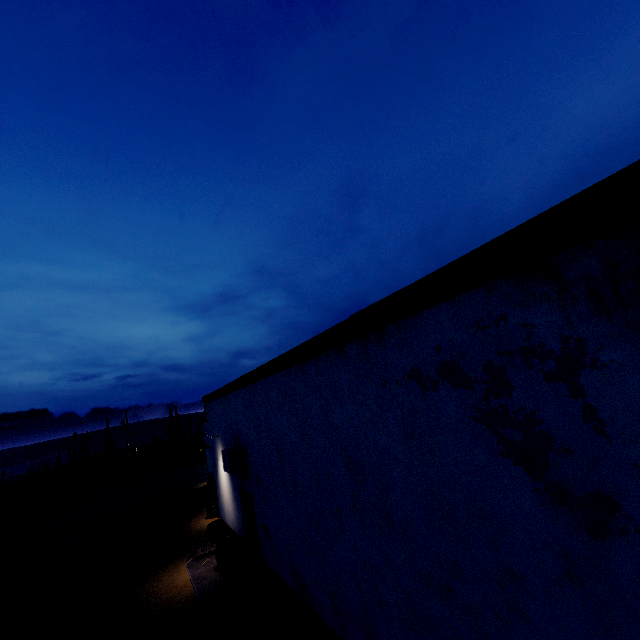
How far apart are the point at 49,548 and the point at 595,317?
22.6m

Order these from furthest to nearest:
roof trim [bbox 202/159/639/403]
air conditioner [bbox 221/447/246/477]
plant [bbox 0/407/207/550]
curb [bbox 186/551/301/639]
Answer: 1. plant [bbox 0/407/207/550]
2. air conditioner [bbox 221/447/246/477]
3. curb [bbox 186/551/301/639]
4. roof trim [bbox 202/159/639/403]

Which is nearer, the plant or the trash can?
the trash can

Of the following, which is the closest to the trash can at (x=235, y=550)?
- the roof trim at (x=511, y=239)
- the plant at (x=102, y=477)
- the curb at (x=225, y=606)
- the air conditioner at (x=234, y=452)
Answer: the curb at (x=225, y=606)

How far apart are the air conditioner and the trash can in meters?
1.6

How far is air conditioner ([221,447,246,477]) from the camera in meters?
8.1

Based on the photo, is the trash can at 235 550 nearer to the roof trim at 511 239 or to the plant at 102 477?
the roof trim at 511 239

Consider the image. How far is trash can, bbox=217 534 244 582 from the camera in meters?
8.4 m
